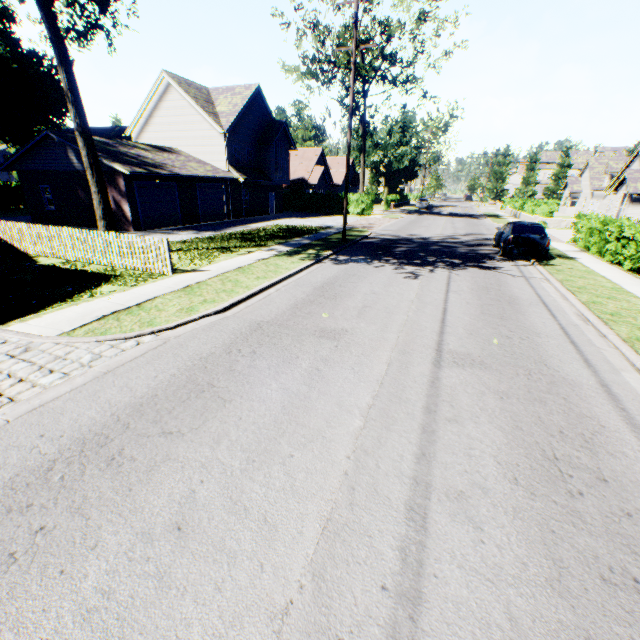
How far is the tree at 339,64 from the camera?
27.45m

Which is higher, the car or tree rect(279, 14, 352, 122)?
tree rect(279, 14, 352, 122)

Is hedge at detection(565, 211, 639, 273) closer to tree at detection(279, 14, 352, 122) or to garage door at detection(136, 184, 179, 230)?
tree at detection(279, 14, 352, 122)

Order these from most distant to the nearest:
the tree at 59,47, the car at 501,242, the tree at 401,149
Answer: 1. the tree at 401,149
2. the car at 501,242
3. the tree at 59,47

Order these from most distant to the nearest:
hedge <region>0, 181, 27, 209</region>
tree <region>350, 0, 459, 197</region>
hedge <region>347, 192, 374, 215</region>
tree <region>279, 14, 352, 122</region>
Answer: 1. hedge <region>347, 192, 374, 215</region>
2. hedge <region>0, 181, 27, 209</region>
3. tree <region>279, 14, 352, 122</region>
4. tree <region>350, 0, 459, 197</region>

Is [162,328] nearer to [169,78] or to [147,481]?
[147,481]

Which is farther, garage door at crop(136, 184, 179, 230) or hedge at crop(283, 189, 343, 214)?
hedge at crop(283, 189, 343, 214)

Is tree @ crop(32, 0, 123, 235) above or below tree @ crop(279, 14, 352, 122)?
below
